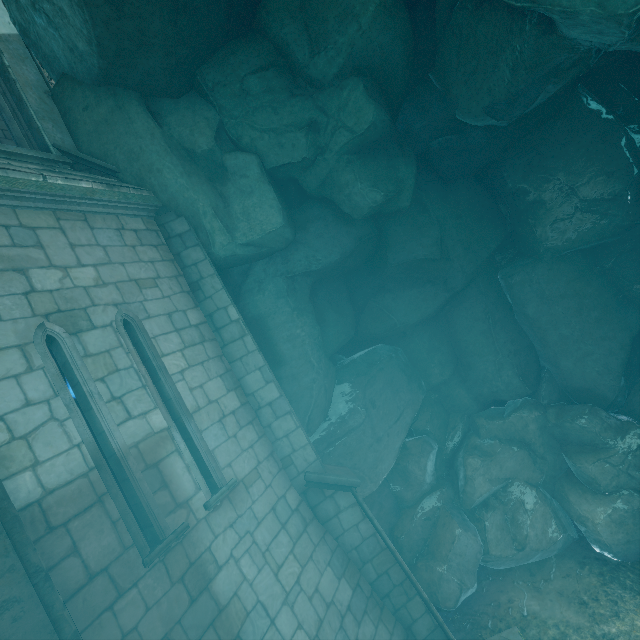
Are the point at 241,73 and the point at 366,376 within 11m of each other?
yes

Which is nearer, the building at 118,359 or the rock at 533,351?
the building at 118,359

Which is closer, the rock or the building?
the building
